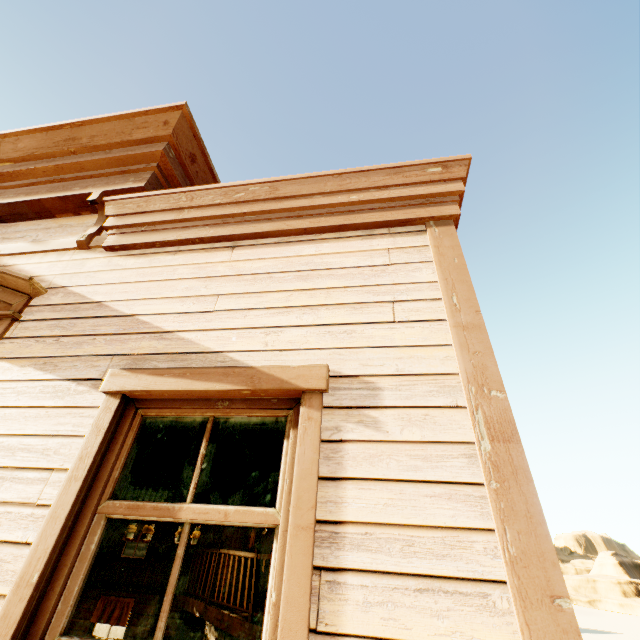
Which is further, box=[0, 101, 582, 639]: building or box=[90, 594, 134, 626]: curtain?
box=[90, 594, 134, 626]: curtain

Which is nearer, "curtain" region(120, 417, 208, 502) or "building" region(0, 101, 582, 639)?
"building" region(0, 101, 582, 639)

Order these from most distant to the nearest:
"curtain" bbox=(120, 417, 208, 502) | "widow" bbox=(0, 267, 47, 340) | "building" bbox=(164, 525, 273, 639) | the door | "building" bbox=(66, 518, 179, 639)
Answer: the door → "building" bbox=(66, 518, 179, 639) → "building" bbox=(164, 525, 273, 639) → "widow" bbox=(0, 267, 47, 340) → "curtain" bbox=(120, 417, 208, 502)

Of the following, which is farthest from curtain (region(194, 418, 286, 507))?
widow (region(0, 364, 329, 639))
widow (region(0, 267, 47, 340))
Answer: widow (region(0, 267, 47, 340))

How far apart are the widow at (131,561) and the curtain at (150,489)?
12.2 meters

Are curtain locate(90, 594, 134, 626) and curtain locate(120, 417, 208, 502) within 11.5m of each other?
no

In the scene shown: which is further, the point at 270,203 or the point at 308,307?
the point at 270,203

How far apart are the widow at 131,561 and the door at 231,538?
2.2m
